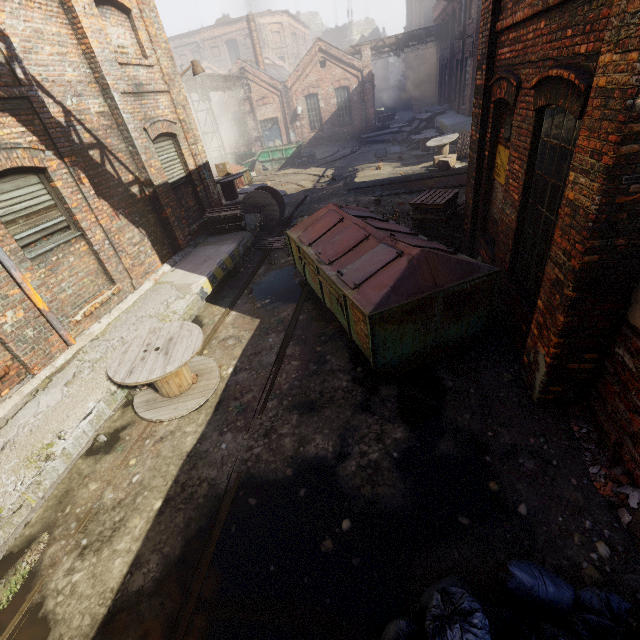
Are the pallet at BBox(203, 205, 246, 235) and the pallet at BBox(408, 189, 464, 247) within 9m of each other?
yes

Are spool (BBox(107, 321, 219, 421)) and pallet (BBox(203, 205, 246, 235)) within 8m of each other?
yes

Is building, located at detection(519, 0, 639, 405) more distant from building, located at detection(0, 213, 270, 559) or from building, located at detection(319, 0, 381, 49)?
building, located at detection(319, 0, 381, 49)

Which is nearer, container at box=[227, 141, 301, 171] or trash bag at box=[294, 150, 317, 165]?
trash bag at box=[294, 150, 317, 165]

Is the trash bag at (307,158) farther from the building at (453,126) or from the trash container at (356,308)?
the trash container at (356,308)

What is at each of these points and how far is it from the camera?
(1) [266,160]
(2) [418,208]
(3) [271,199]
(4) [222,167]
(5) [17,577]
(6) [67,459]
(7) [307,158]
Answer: (1) container, 24.5m
(2) pallet, 8.0m
(3) spool, 11.9m
(4) carton, 13.2m
(5) building, 3.8m
(6) building, 4.3m
(7) trash bag, 23.2m

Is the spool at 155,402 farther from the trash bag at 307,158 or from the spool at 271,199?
the trash bag at 307,158

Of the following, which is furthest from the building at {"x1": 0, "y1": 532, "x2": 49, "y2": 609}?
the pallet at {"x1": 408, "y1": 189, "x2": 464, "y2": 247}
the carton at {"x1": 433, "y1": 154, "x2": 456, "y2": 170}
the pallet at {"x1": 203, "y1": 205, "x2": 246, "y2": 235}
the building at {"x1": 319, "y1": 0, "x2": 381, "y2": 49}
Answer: the building at {"x1": 319, "y1": 0, "x2": 381, "y2": 49}
